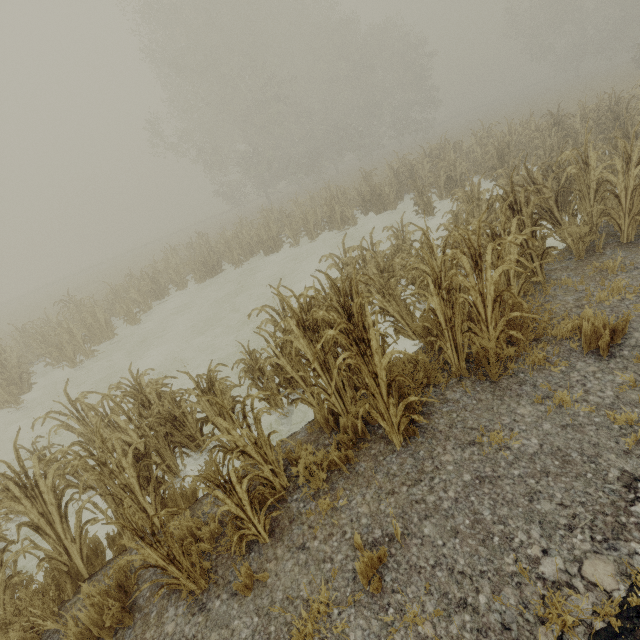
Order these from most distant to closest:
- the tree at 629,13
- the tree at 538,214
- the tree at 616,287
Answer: the tree at 629,13 → the tree at 616,287 → the tree at 538,214

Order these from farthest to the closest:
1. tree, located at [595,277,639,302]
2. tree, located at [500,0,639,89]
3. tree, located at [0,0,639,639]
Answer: tree, located at [500,0,639,89], tree, located at [595,277,639,302], tree, located at [0,0,639,639]

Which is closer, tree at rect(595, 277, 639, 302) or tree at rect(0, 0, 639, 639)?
tree at rect(0, 0, 639, 639)

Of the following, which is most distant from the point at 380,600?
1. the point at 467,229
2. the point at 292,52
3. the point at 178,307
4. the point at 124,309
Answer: the point at 292,52

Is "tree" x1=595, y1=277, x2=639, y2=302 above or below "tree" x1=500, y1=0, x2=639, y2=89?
below

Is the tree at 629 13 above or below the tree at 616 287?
above

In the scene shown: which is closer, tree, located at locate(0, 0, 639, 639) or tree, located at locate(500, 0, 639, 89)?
tree, located at locate(0, 0, 639, 639)
